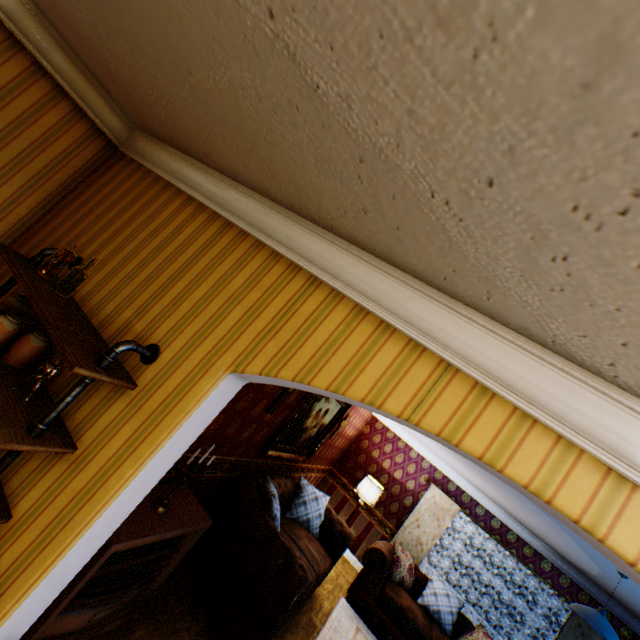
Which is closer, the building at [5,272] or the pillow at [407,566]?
the building at [5,272]

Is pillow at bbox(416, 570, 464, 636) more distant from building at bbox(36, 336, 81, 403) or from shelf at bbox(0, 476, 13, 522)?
shelf at bbox(0, 476, 13, 522)

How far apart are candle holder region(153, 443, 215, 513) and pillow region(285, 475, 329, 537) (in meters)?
2.84

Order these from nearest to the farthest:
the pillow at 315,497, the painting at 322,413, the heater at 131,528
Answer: the heater at 131,528, the painting at 322,413, the pillow at 315,497

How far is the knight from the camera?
1.69m

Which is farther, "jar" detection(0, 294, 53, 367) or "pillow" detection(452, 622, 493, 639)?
"pillow" detection(452, 622, 493, 639)

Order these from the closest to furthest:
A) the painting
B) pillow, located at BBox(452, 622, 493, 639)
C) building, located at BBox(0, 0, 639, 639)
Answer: building, located at BBox(0, 0, 639, 639) → the painting → pillow, located at BBox(452, 622, 493, 639)

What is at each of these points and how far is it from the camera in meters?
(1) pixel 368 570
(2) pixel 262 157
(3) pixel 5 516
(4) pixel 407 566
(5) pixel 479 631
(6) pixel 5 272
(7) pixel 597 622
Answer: (1) counch, 5.9
(2) building, 1.6
(3) shelf, 1.6
(4) pillow, 6.5
(5) pillow, 6.0
(6) building, 2.6
(7) ceiling light, 3.3
